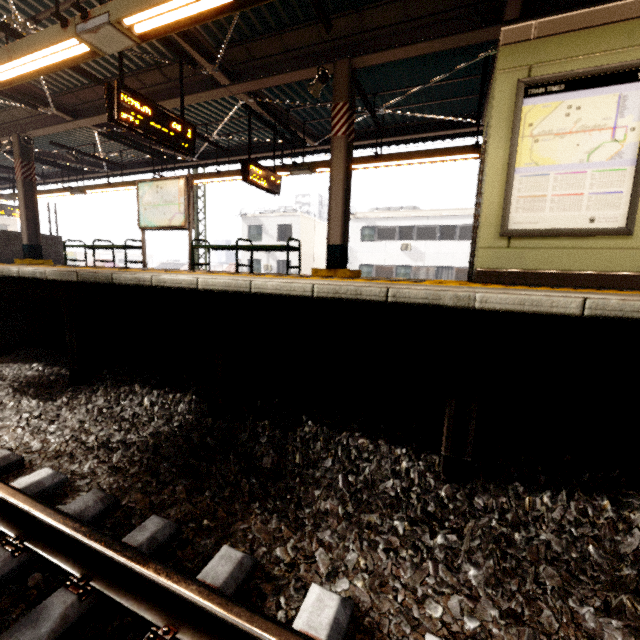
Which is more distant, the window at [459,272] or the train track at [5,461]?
the window at [459,272]

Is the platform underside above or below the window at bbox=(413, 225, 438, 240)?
below

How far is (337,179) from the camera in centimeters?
568cm

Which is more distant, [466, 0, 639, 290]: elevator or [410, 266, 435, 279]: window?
[410, 266, 435, 279]: window

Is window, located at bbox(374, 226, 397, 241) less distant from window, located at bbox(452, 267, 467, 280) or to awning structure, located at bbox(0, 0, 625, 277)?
window, located at bbox(452, 267, 467, 280)

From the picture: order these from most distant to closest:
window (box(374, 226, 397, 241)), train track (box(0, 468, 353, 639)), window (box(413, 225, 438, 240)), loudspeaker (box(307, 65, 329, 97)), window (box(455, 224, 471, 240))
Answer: window (box(374, 226, 397, 241)) → window (box(413, 225, 438, 240)) → window (box(455, 224, 471, 240)) → loudspeaker (box(307, 65, 329, 97)) → train track (box(0, 468, 353, 639))

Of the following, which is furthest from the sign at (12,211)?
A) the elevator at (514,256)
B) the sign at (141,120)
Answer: the elevator at (514,256)

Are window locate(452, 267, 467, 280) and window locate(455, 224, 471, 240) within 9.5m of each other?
yes
